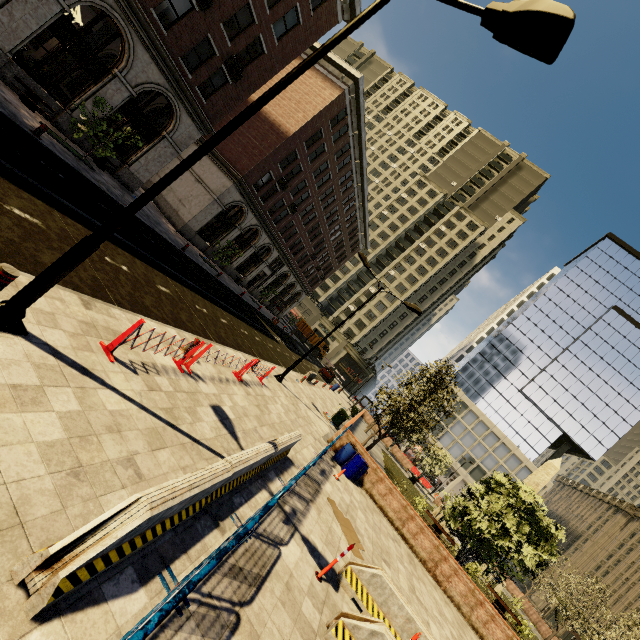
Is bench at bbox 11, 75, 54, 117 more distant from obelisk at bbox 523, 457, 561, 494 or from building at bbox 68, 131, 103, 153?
obelisk at bbox 523, 457, 561, 494

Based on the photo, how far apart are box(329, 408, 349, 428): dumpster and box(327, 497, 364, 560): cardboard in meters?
10.7 m

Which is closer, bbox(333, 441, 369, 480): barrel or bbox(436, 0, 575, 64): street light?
bbox(436, 0, 575, 64): street light

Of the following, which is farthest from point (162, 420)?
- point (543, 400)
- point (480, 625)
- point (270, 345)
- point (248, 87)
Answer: point (543, 400)

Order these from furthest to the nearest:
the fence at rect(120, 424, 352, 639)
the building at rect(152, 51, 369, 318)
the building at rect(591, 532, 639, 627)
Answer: → the building at rect(591, 532, 639, 627) → the building at rect(152, 51, 369, 318) → the fence at rect(120, 424, 352, 639)

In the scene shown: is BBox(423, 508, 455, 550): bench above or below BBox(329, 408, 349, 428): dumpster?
above

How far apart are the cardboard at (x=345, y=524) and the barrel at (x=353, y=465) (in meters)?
3.78

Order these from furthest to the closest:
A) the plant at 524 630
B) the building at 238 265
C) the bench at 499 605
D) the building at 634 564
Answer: the building at 634 564 → the building at 238 265 → the plant at 524 630 → the bench at 499 605
